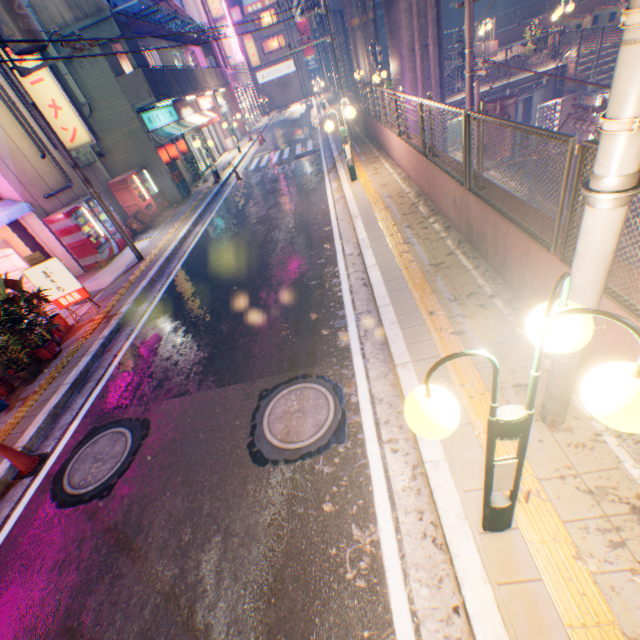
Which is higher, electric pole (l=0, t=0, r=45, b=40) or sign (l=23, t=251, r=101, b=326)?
electric pole (l=0, t=0, r=45, b=40)

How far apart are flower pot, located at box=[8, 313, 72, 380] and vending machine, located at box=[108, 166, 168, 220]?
9.4m

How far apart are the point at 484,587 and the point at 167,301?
8.50m

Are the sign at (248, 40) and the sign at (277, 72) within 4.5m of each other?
no

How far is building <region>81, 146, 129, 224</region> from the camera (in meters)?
13.43

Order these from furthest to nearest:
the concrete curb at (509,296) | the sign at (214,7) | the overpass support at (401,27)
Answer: the sign at (214,7) → the overpass support at (401,27) → the concrete curb at (509,296)

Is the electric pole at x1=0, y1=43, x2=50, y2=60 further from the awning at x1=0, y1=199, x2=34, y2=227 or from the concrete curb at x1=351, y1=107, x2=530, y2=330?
the concrete curb at x1=351, y1=107, x2=530, y2=330

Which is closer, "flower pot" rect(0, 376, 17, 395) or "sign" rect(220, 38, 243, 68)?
"flower pot" rect(0, 376, 17, 395)
